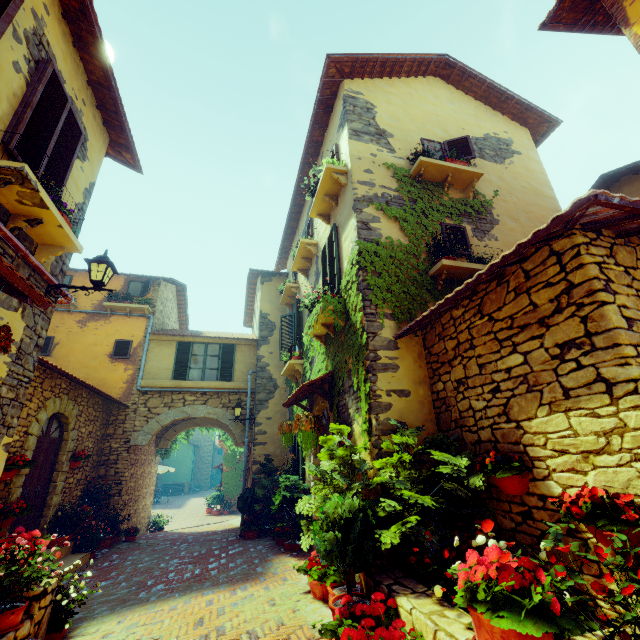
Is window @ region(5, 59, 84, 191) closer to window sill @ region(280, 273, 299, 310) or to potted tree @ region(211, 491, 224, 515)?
window sill @ region(280, 273, 299, 310)

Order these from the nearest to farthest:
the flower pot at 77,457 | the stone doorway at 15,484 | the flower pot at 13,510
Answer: the flower pot at 13,510, the stone doorway at 15,484, the flower pot at 77,457

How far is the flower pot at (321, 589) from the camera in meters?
4.3

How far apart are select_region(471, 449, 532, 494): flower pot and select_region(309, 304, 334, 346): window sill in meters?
3.1

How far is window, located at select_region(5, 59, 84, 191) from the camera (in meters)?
3.94

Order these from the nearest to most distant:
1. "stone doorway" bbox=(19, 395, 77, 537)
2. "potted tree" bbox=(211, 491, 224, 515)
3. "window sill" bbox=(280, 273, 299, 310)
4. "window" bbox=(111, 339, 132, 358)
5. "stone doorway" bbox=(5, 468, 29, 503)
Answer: "stone doorway" bbox=(5, 468, 29, 503)
"stone doorway" bbox=(19, 395, 77, 537)
"window sill" bbox=(280, 273, 299, 310)
"window" bbox=(111, 339, 132, 358)
"potted tree" bbox=(211, 491, 224, 515)

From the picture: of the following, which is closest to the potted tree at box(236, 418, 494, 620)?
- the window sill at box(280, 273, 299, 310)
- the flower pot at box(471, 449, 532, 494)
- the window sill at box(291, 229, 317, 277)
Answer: the flower pot at box(471, 449, 532, 494)

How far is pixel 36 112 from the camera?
4.1 meters
